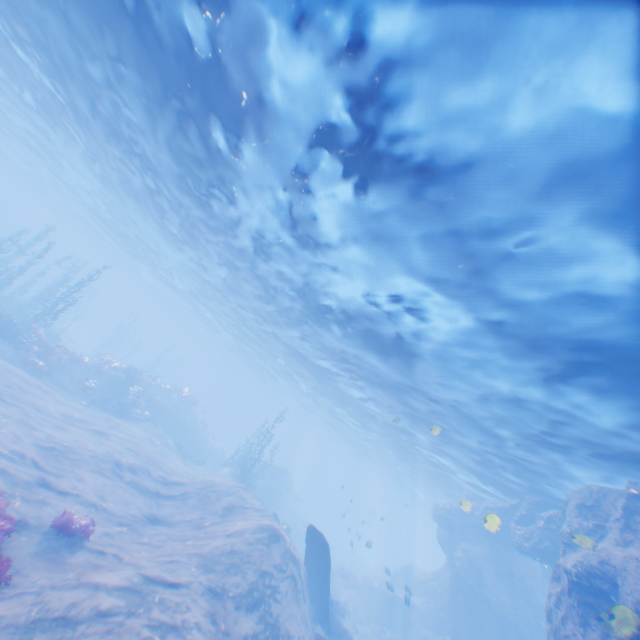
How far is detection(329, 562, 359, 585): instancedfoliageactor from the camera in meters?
31.4 m

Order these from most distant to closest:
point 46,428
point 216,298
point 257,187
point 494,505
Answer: point 216,298 < point 494,505 < point 46,428 < point 257,187

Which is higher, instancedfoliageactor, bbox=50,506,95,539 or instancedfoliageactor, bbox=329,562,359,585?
instancedfoliageactor, bbox=50,506,95,539

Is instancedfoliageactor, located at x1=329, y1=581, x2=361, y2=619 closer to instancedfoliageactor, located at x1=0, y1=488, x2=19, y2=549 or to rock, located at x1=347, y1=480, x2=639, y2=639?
rock, located at x1=347, y1=480, x2=639, y2=639

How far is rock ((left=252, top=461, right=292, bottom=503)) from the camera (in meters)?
34.97

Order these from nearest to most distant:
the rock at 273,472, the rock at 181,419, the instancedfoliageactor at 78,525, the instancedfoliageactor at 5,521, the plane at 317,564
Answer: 1. the instancedfoliageactor at 5,521
2. the instancedfoliageactor at 78,525
3. the plane at 317,564
4. the rock at 181,419
5. the rock at 273,472

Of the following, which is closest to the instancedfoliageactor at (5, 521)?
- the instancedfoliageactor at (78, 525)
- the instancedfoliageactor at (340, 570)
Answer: the instancedfoliageactor at (78, 525)

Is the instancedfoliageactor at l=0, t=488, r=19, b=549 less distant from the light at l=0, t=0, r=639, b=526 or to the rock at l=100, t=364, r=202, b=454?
the light at l=0, t=0, r=639, b=526
